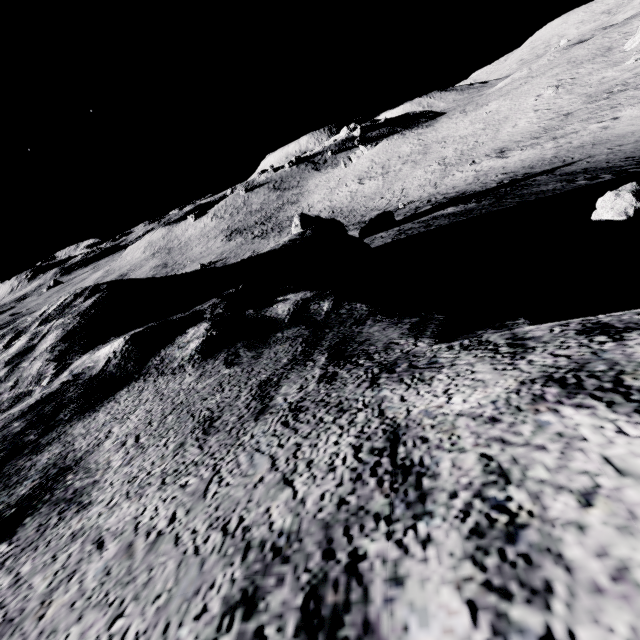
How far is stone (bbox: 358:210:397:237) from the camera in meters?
19.2 m

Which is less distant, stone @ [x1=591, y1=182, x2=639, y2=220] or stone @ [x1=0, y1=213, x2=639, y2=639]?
stone @ [x1=0, y1=213, x2=639, y2=639]

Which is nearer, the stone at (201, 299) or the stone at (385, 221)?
the stone at (201, 299)

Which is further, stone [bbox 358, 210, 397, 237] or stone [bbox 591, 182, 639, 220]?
stone [bbox 358, 210, 397, 237]

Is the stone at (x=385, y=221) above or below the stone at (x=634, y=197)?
below

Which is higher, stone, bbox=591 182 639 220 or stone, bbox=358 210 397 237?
stone, bbox=591 182 639 220

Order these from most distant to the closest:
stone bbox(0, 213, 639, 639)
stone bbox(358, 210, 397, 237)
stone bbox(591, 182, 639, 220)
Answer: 1. stone bbox(358, 210, 397, 237)
2. stone bbox(591, 182, 639, 220)
3. stone bbox(0, 213, 639, 639)

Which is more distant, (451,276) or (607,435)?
(451,276)
